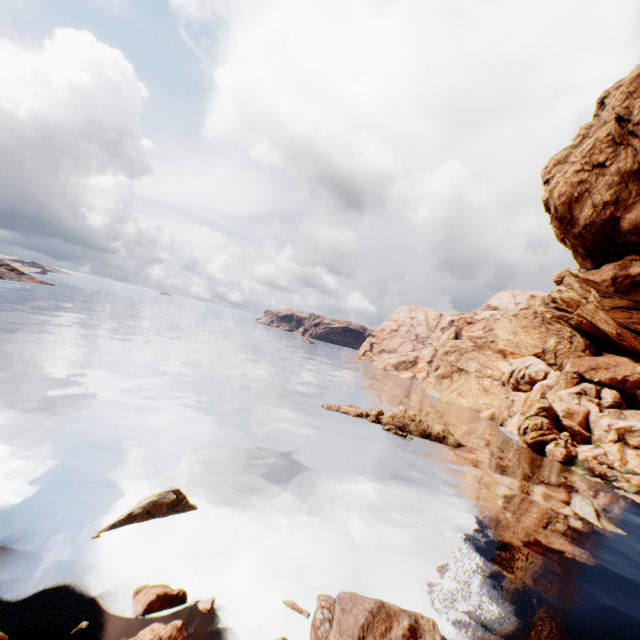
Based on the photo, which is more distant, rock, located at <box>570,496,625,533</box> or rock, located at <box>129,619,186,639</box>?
rock, located at <box>570,496,625,533</box>

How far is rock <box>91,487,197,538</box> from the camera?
13.6m

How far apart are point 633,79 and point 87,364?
52.4 meters

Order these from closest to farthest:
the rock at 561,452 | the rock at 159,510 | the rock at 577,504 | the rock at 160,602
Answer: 1. the rock at 160,602
2. the rock at 159,510
3. the rock at 561,452
4. the rock at 577,504

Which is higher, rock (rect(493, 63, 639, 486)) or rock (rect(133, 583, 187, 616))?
rock (rect(493, 63, 639, 486))

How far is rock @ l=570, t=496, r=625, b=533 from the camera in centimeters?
2530cm

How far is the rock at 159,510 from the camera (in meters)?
13.59
